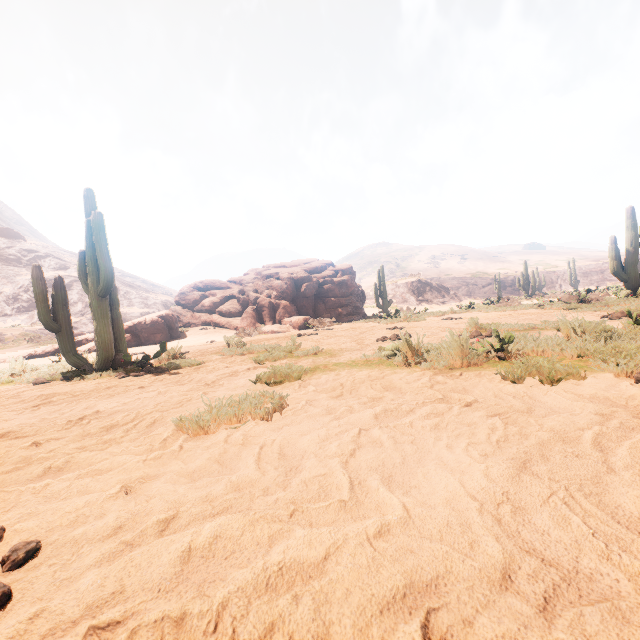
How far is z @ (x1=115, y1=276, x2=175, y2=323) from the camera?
43.2m

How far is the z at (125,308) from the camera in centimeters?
4316cm

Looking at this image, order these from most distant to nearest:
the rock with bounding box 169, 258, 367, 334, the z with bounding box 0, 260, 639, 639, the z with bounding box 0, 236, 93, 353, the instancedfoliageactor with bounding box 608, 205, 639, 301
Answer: the z with bounding box 0, 236, 93, 353
the rock with bounding box 169, 258, 367, 334
the instancedfoliageactor with bounding box 608, 205, 639, 301
the z with bounding box 0, 260, 639, 639

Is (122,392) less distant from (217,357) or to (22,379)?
(217,357)

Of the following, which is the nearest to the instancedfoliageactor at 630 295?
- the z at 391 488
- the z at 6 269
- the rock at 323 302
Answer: the rock at 323 302

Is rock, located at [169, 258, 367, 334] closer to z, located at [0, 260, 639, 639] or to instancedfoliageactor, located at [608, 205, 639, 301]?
instancedfoliageactor, located at [608, 205, 639, 301]

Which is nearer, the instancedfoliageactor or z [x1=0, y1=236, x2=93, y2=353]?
the instancedfoliageactor

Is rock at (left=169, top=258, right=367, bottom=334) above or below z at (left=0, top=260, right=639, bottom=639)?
above
